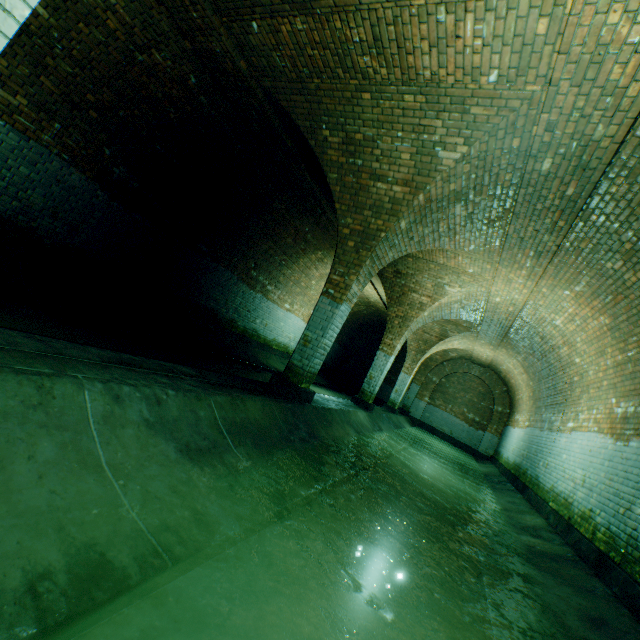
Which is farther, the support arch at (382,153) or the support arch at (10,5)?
the support arch at (382,153)

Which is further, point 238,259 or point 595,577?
point 238,259

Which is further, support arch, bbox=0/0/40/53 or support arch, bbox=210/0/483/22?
support arch, bbox=210/0/483/22

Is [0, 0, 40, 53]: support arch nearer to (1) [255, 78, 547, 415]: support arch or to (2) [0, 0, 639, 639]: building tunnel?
(2) [0, 0, 639, 639]: building tunnel

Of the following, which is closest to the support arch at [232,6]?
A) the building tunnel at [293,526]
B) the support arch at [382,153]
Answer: the building tunnel at [293,526]

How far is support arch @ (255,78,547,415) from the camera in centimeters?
404cm

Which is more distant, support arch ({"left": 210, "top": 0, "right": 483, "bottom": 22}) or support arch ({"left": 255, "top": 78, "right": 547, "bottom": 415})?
support arch ({"left": 255, "top": 78, "right": 547, "bottom": 415})

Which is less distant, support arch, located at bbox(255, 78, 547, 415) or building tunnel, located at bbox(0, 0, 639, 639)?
building tunnel, located at bbox(0, 0, 639, 639)
